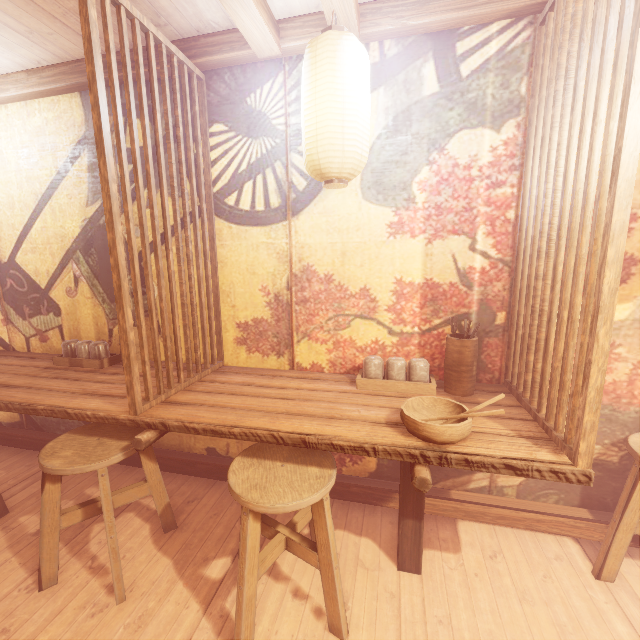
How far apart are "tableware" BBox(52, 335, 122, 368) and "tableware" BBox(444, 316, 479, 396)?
4.24m

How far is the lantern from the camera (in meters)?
2.61

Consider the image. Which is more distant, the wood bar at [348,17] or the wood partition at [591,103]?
the wood bar at [348,17]

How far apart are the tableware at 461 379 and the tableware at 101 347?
4.24m

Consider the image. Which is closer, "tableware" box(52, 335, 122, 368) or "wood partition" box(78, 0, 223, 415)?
"wood partition" box(78, 0, 223, 415)

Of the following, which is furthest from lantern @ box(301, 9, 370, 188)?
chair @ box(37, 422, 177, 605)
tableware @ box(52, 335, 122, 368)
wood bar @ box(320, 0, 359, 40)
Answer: tableware @ box(52, 335, 122, 368)

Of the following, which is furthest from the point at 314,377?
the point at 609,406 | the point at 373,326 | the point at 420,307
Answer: the point at 609,406

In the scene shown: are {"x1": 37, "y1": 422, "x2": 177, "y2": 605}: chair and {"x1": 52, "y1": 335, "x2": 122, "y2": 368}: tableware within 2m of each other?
yes
